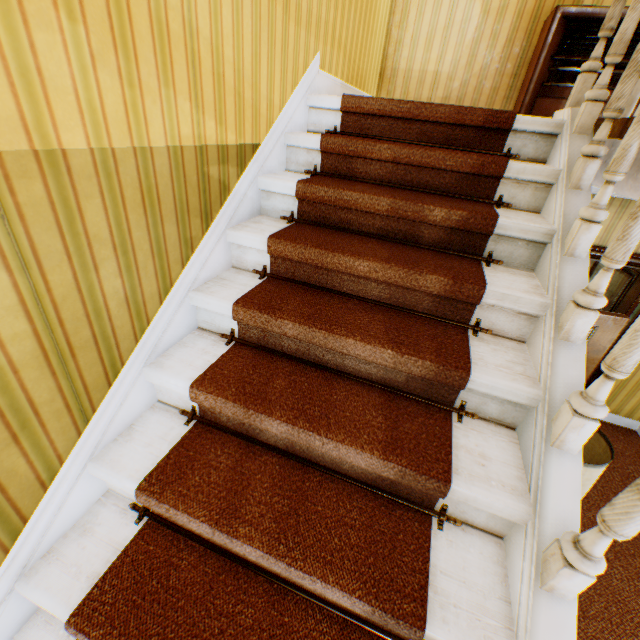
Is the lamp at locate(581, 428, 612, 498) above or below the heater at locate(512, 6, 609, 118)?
below

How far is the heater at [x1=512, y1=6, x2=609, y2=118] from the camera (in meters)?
2.75

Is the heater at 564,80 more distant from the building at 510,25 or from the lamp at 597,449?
the lamp at 597,449

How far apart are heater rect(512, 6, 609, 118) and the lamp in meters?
2.9

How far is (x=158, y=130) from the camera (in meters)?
1.18

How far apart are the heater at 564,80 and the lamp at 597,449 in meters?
2.9 m

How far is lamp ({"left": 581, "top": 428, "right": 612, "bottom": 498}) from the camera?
1.5m

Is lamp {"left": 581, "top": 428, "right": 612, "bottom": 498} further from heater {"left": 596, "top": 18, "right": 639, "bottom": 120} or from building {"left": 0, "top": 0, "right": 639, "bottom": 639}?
heater {"left": 596, "top": 18, "right": 639, "bottom": 120}
